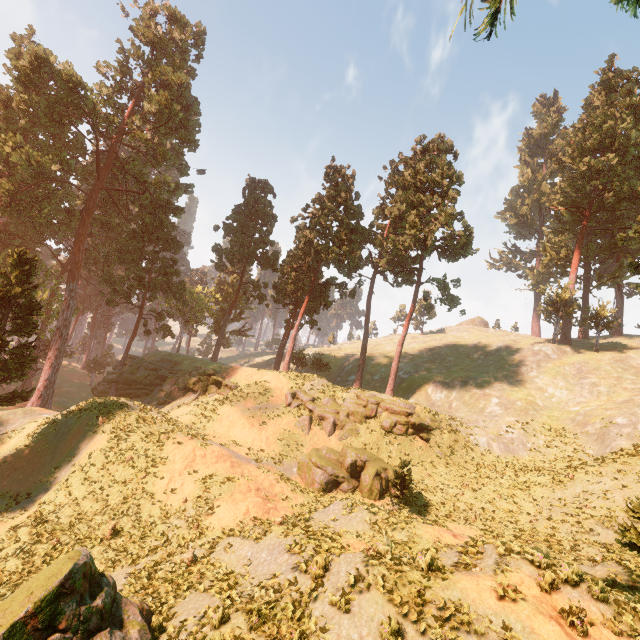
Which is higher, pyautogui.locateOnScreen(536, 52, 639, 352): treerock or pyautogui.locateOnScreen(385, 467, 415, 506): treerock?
pyautogui.locateOnScreen(536, 52, 639, 352): treerock

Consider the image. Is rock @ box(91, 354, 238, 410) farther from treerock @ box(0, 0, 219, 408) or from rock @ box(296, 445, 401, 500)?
rock @ box(296, 445, 401, 500)

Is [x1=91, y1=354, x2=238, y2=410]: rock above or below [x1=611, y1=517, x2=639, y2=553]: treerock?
below

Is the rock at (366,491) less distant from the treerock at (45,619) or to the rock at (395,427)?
the rock at (395,427)

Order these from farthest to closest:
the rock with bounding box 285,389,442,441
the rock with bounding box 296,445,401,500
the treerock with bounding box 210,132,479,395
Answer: the treerock with bounding box 210,132,479,395 < the rock with bounding box 285,389,442,441 < the rock with bounding box 296,445,401,500

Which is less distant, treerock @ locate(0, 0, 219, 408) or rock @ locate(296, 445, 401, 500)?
rock @ locate(296, 445, 401, 500)

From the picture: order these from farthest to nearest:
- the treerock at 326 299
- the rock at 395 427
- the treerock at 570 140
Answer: the treerock at 570 140, the treerock at 326 299, the rock at 395 427

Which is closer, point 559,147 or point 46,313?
point 46,313
